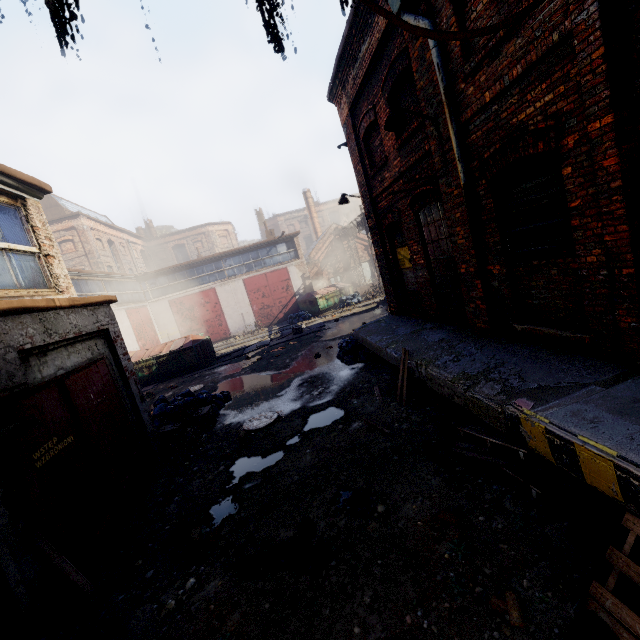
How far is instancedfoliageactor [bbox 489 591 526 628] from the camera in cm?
256

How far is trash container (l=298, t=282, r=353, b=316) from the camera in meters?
24.4 m

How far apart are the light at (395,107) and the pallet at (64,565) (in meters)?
7.66

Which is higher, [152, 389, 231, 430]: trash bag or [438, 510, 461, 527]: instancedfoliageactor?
[152, 389, 231, 430]: trash bag

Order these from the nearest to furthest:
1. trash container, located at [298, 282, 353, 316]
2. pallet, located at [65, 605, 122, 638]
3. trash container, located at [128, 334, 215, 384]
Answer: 1. pallet, located at [65, 605, 122, 638]
2. trash container, located at [128, 334, 215, 384]
3. trash container, located at [298, 282, 353, 316]

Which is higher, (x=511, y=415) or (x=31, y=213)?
(x=31, y=213)

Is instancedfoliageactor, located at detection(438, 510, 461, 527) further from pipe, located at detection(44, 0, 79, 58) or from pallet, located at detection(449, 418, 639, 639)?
pipe, located at detection(44, 0, 79, 58)

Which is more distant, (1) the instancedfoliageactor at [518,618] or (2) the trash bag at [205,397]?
(2) the trash bag at [205,397]
